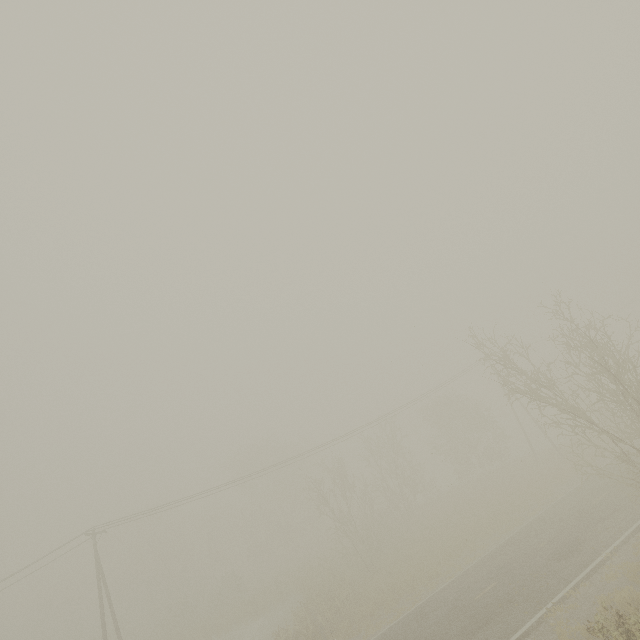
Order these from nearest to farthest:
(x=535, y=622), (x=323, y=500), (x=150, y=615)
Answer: (x=535, y=622)
(x=323, y=500)
(x=150, y=615)
